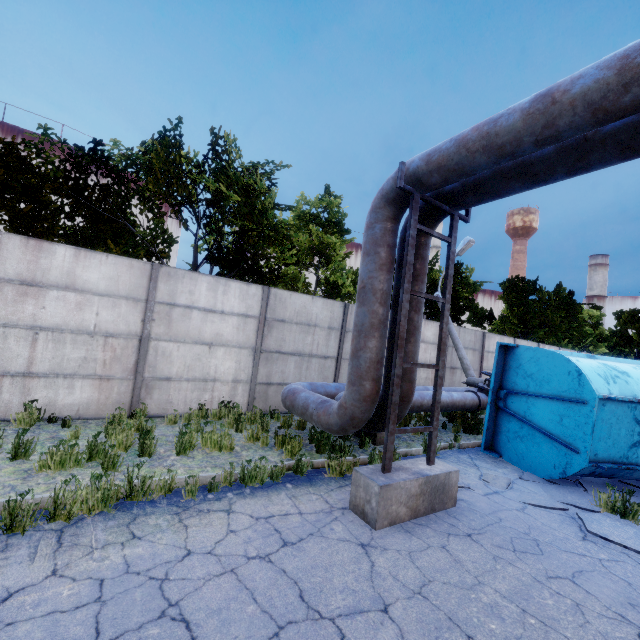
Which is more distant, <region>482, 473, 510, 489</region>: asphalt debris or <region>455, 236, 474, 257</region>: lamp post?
<region>455, 236, 474, 257</region>: lamp post

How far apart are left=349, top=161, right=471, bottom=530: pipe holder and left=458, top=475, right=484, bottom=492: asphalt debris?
0.6m

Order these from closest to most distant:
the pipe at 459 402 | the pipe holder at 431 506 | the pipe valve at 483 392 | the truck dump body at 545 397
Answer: the pipe holder at 431 506, the truck dump body at 545 397, the pipe at 459 402, the pipe valve at 483 392

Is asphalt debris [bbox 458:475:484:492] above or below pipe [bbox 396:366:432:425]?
below

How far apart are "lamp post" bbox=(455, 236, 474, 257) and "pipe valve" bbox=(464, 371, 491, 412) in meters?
5.7 m

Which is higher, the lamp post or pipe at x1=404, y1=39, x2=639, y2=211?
the lamp post

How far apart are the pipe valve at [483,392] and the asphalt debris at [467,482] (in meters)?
3.76

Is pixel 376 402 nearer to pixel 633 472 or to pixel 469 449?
pixel 469 449
